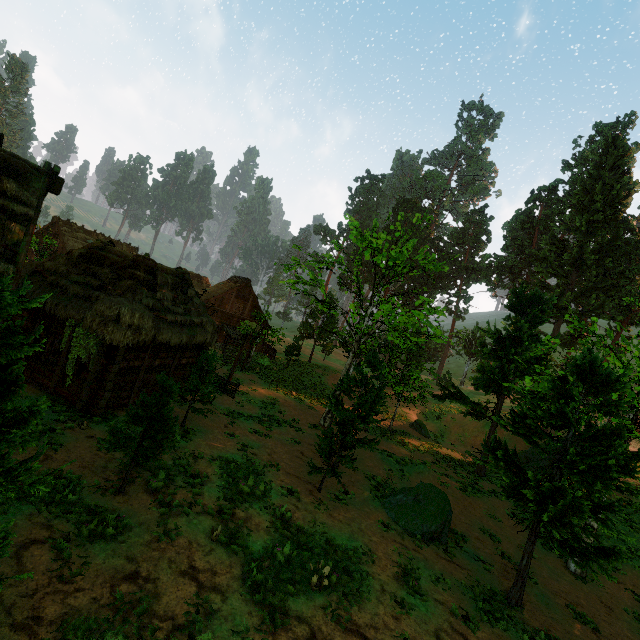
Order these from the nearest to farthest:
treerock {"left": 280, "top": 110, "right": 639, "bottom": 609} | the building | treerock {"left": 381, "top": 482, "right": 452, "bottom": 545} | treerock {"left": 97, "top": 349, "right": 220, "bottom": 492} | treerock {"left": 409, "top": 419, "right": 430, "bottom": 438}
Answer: treerock {"left": 97, "top": 349, "right": 220, "bottom": 492}
the building
treerock {"left": 280, "top": 110, "right": 639, "bottom": 609}
treerock {"left": 381, "top": 482, "right": 452, "bottom": 545}
treerock {"left": 409, "top": 419, "right": 430, "bottom": 438}

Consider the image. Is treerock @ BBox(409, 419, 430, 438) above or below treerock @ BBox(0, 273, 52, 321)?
below

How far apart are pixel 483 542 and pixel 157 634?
13.3m

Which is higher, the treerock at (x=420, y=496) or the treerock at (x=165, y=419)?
the treerock at (x=165, y=419)

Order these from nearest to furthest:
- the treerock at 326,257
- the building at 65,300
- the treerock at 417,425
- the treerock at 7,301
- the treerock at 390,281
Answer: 1. the treerock at 7,301
2. the building at 65,300
3. the treerock at 390,281
4. the treerock at 326,257
5. the treerock at 417,425

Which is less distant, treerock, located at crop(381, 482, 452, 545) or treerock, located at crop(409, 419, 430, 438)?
treerock, located at crop(381, 482, 452, 545)
